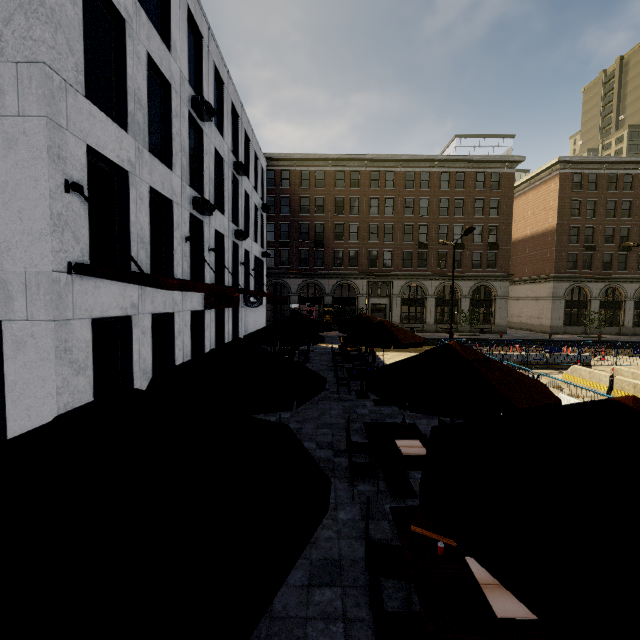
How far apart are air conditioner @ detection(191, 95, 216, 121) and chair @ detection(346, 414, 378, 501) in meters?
13.7 m

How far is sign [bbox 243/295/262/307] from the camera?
21.7 meters

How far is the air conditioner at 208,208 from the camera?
12.99m

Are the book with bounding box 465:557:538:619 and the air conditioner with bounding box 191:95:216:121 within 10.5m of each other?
no

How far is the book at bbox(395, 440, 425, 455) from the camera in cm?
581

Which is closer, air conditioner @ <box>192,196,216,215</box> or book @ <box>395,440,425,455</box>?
book @ <box>395,440,425,455</box>

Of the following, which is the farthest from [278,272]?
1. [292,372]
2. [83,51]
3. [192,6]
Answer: [292,372]

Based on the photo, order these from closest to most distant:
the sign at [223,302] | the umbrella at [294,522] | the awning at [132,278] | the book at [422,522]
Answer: the umbrella at [294,522] < the book at [422,522] < the awning at [132,278] < the sign at [223,302]
